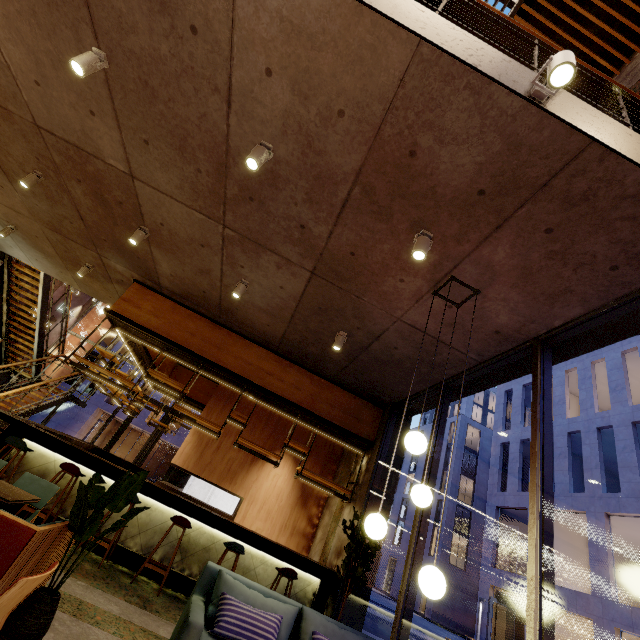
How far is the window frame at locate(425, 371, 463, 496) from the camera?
4.9 meters

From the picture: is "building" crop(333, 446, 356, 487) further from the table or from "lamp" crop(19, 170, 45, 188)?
the table

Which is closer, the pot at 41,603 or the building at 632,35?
the pot at 41,603

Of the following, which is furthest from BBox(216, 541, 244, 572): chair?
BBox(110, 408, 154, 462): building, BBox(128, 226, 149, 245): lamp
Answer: BBox(110, 408, 154, 462): building

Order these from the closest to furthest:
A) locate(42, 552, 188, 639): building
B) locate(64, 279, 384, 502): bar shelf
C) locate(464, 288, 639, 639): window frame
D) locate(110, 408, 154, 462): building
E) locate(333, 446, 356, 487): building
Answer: locate(464, 288, 639, 639): window frame → locate(42, 552, 188, 639): building → locate(64, 279, 384, 502): bar shelf → locate(333, 446, 356, 487): building → locate(110, 408, 154, 462): building

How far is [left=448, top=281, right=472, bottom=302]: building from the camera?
4.0m

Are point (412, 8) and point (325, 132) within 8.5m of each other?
yes

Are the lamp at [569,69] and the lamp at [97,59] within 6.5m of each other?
yes
